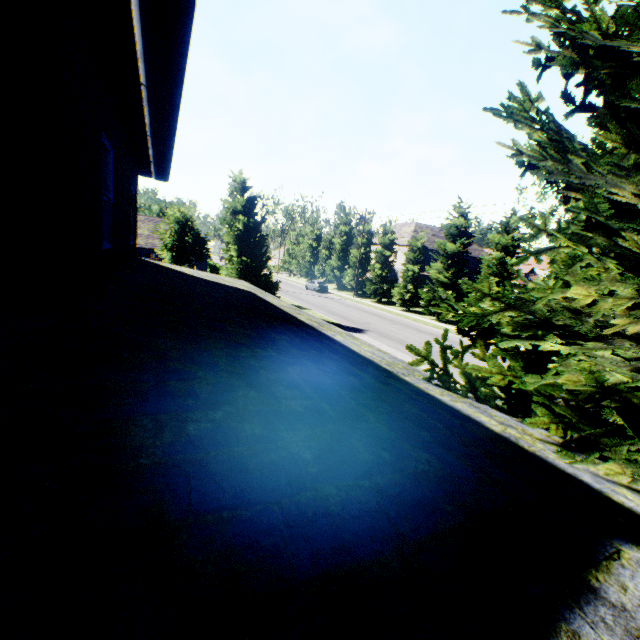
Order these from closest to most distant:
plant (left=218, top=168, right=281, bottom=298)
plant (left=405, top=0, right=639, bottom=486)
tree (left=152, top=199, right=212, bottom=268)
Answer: plant (left=405, top=0, right=639, bottom=486), plant (left=218, top=168, right=281, bottom=298), tree (left=152, top=199, right=212, bottom=268)

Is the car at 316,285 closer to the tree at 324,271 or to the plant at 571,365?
the tree at 324,271

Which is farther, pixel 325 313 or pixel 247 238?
pixel 325 313

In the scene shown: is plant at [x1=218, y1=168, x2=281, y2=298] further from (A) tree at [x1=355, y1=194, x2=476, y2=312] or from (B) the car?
(B) the car

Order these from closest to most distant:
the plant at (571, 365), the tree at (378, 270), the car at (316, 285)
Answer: the plant at (571, 365), the tree at (378, 270), the car at (316, 285)

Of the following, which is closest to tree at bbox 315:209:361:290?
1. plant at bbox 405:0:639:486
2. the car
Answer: the car
